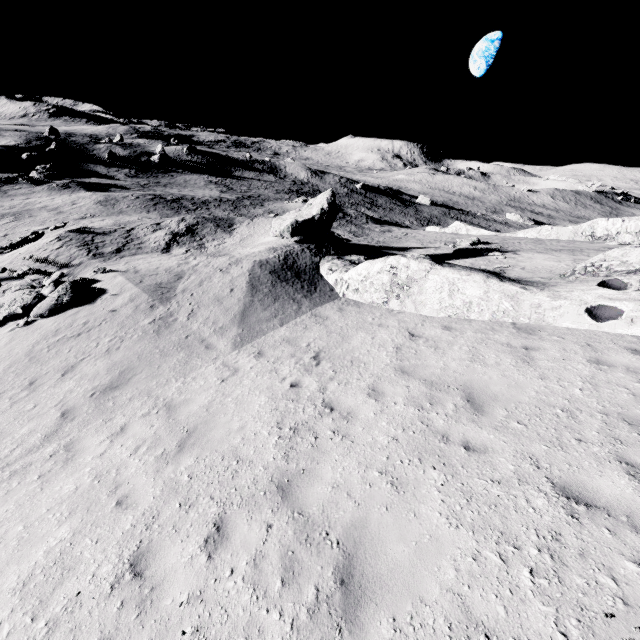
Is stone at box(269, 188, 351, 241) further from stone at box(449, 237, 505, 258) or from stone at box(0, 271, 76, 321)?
stone at box(0, 271, 76, 321)

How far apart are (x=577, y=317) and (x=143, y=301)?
15.39m

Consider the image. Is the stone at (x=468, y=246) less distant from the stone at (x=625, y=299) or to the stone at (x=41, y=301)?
the stone at (x=625, y=299)

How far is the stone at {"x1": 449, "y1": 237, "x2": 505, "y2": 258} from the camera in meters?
21.8

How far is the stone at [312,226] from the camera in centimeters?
1878cm

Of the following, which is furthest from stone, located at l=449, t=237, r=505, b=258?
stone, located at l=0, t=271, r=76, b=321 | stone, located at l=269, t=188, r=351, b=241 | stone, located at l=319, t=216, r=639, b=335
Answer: stone, located at l=0, t=271, r=76, b=321

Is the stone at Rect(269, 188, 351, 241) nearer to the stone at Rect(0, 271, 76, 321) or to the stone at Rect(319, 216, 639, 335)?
the stone at Rect(319, 216, 639, 335)
